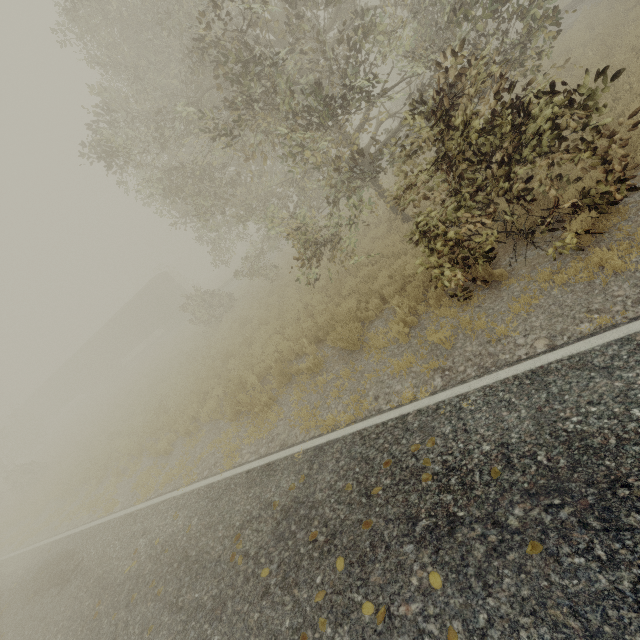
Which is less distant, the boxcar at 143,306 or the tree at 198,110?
the tree at 198,110

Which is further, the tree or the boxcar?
the boxcar

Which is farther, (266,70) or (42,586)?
(42,586)

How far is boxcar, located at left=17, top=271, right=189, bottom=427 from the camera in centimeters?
3166cm

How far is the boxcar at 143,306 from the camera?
31.7m
